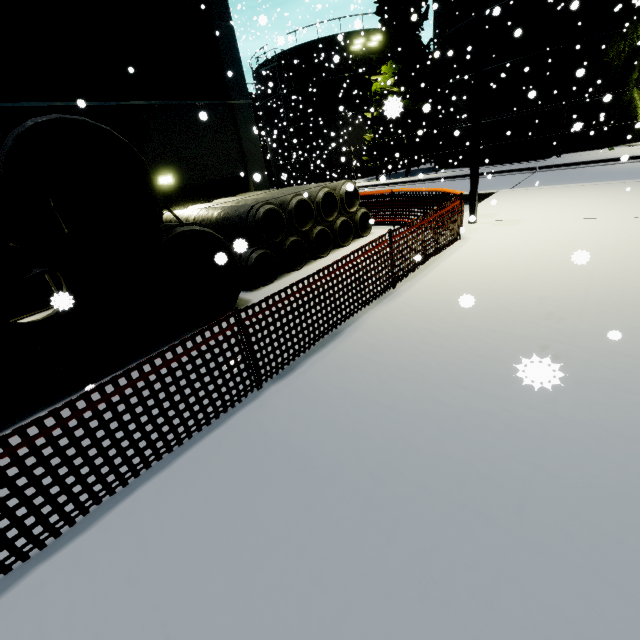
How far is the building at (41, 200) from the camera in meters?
8.5

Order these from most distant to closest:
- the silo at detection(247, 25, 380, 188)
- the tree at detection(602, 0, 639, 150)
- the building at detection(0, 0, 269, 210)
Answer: the silo at detection(247, 25, 380, 188)
the tree at detection(602, 0, 639, 150)
the building at detection(0, 0, 269, 210)

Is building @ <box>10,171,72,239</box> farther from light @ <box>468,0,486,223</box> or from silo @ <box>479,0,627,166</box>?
light @ <box>468,0,486,223</box>

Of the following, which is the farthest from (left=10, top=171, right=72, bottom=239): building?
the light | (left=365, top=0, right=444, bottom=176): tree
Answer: the light

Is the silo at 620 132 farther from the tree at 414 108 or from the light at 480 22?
the light at 480 22

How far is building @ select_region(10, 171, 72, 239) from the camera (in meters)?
8.51

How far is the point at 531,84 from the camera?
20.4m
